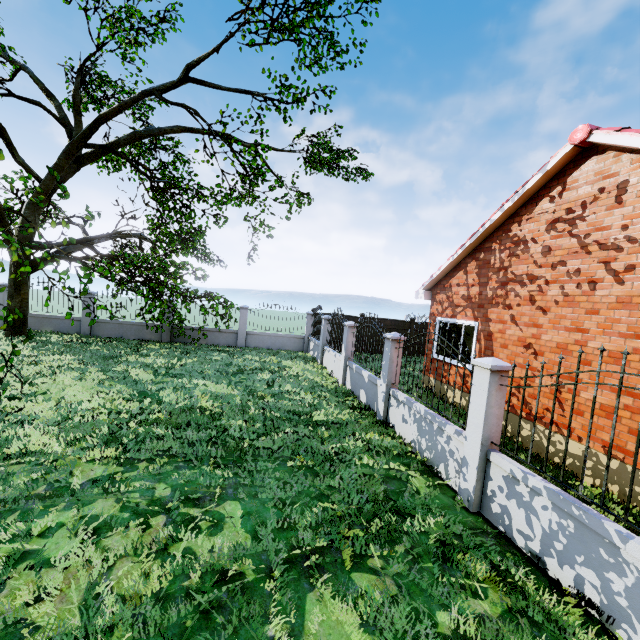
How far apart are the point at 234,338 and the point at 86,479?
12.6 meters

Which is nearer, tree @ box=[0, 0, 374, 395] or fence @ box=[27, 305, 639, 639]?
fence @ box=[27, 305, 639, 639]

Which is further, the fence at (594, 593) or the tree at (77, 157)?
the tree at (77, 157)
